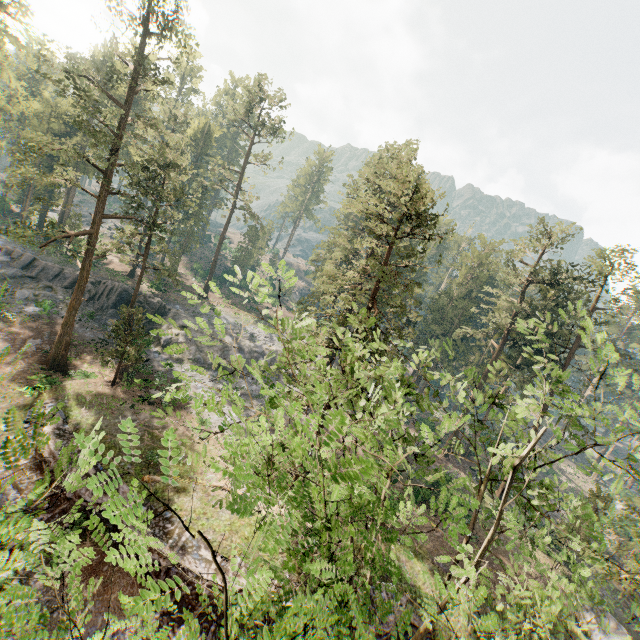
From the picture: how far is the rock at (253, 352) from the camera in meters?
41.1

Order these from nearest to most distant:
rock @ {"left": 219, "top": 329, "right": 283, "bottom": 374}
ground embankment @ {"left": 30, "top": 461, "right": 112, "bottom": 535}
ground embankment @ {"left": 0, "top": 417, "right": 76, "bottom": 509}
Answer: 1. ground embankment @ {"left": 30, "top": 461, "right": 112, "bottom": 535}
2. ground embankment @ {"left": 0, "top": 417, "right": 76, "bottom": 509}
3. rock @ {"left": 219, "top": 329, "right": 283, "bottom": 374}

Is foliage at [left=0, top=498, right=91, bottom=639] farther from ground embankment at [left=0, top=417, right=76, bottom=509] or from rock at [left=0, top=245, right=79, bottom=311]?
ground embankment at [left=0, top=417, right=76, bottom=509]

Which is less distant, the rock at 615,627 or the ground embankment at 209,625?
the ground embankment at 209,625

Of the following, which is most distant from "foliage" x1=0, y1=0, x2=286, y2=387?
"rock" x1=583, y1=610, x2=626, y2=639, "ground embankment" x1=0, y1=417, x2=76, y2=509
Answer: "ground embankment" x1=0, y1=417, x2=76, y2=509

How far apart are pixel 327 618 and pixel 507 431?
9.07m

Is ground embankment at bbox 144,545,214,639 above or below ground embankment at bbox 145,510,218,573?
below
